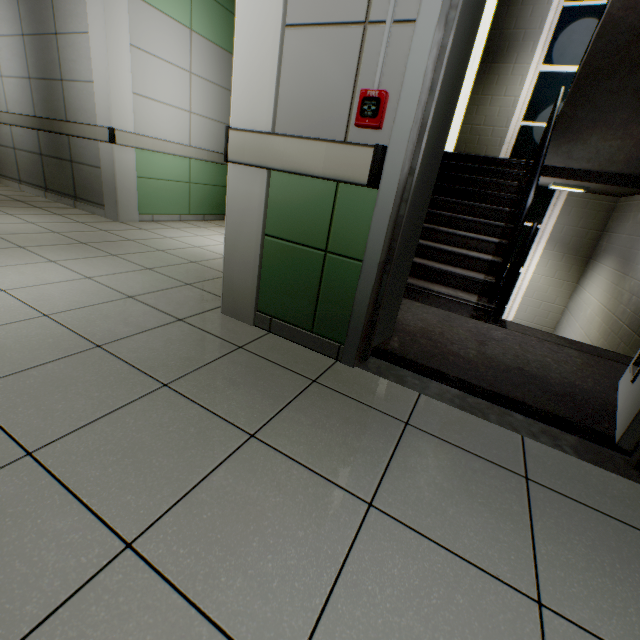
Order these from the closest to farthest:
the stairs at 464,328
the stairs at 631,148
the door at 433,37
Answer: the door at 433,37, the stairs at 464,328, the stairs at 631,148

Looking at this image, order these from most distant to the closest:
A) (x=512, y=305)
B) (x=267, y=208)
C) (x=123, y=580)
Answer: (x=512, y=305)
(x=267, y=208)
(x=123, y=580)

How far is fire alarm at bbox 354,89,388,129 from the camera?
1.4m

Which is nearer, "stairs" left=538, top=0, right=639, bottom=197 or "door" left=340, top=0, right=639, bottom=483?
"door" left=340, top=0, right=639, bottom=483

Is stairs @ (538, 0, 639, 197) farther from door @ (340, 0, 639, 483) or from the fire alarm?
the fire alarm

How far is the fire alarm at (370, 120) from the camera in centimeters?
141cm
